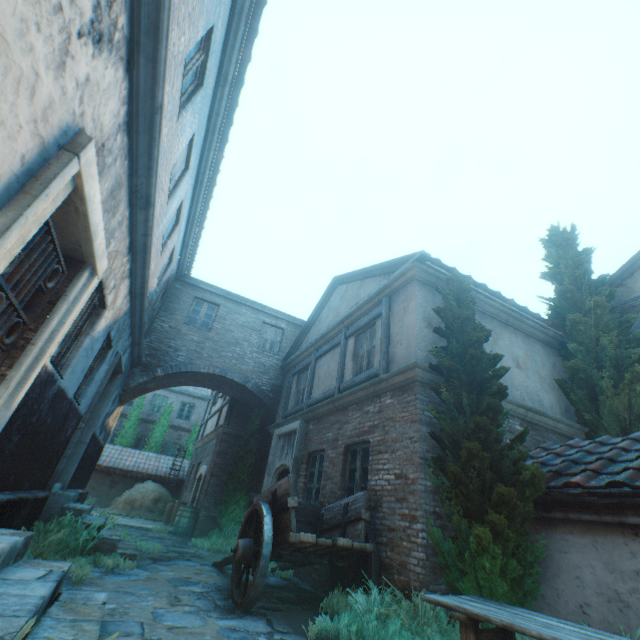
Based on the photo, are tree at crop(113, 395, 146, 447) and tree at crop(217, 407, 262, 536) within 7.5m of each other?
no

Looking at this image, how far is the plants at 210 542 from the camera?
9.4m

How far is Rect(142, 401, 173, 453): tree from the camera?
21.4 meters

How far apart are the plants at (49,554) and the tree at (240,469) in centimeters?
569cm

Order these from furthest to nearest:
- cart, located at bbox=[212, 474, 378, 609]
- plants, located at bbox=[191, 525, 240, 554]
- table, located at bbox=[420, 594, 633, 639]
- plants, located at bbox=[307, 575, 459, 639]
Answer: plants, located at bbox=[191, 525, 240, 554] < cart, located at bbox=[212, 474, 378, 609] < plants, located at bbox=[307, 575, 459, 639] < table, located at bbox=[420, 594, 633, 639]

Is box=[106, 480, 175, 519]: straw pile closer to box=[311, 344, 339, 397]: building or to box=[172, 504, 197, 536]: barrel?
box=[311, 344, 339, 397]: building

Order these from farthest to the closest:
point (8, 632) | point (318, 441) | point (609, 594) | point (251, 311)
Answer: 1. point (251, 311)
2. point (318, 441)
3. point (609, 594)
4. point (8, 632)

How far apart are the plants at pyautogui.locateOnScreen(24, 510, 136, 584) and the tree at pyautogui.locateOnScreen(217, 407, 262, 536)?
5.69m
